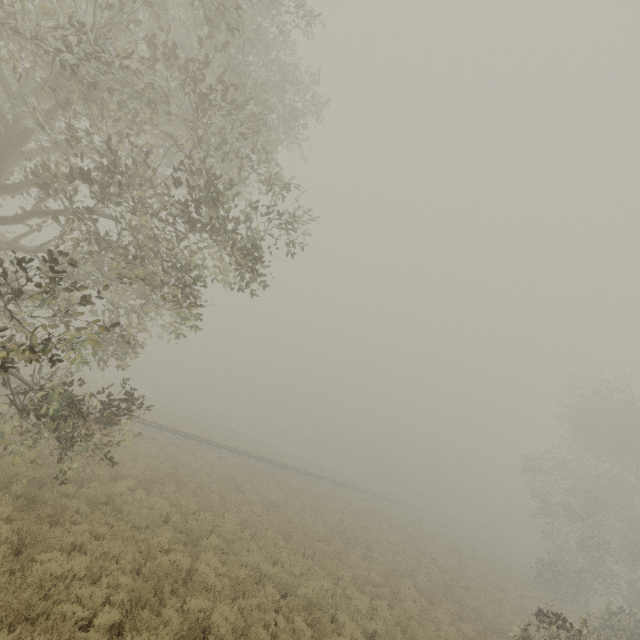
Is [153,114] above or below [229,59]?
below
